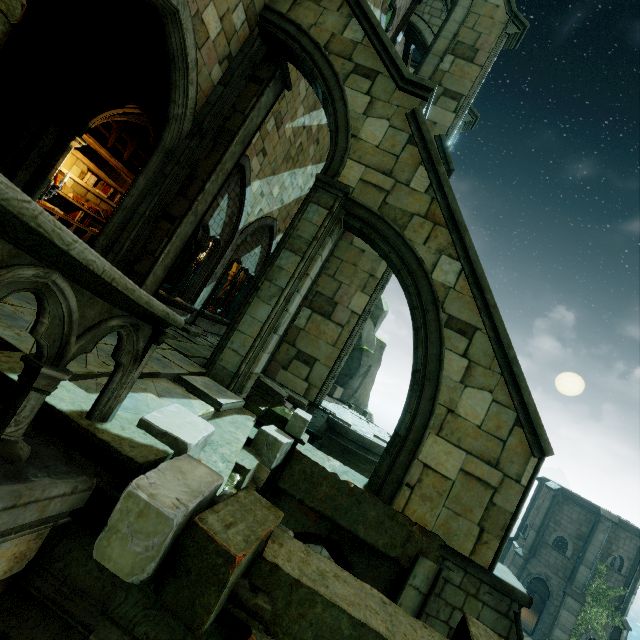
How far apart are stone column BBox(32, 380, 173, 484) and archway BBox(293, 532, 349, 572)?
4.3 meters

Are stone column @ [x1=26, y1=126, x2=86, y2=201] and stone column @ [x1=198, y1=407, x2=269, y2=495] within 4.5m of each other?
no

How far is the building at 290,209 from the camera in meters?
10.2 m

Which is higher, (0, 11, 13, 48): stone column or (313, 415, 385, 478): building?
(0, 11, 13, 48): stone column

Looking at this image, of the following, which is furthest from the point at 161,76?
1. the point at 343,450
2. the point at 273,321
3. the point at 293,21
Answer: the point at 343,450

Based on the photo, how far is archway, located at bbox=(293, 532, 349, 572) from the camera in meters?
5.8 m

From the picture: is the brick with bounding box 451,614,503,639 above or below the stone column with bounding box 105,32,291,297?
below

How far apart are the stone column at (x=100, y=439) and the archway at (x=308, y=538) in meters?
4.3
